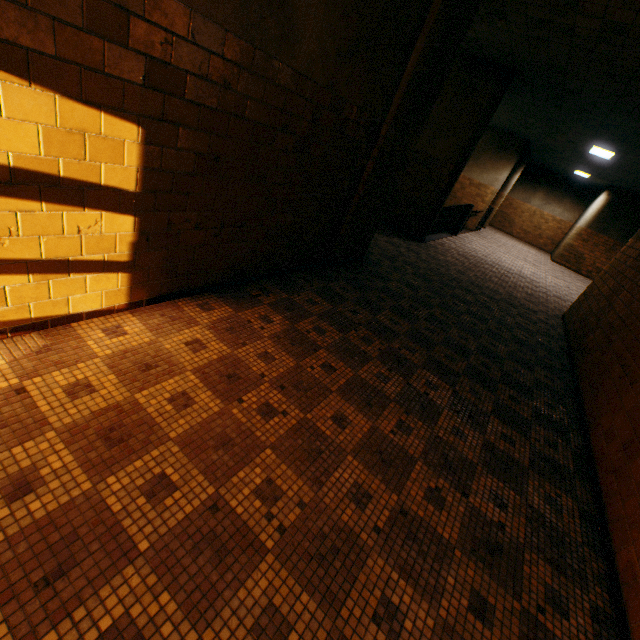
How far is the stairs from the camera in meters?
11.1

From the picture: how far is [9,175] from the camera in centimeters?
159cm

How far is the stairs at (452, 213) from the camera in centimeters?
1112cm
